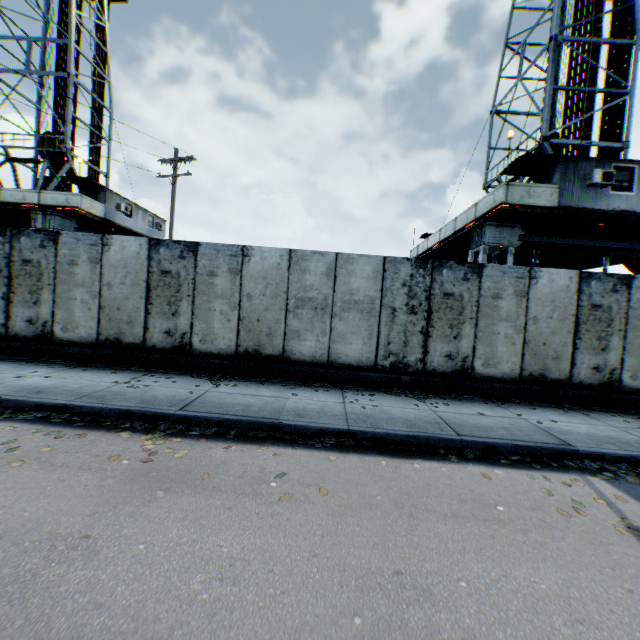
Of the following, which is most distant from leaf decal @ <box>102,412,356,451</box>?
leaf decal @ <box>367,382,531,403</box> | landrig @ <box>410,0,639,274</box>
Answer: landrig @ <box>410,0,639,274</box>

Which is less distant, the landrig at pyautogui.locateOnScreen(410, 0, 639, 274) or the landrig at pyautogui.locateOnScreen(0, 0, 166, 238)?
the landrig at pyautogui.locateOnScreen(410, 0, 639, 274)

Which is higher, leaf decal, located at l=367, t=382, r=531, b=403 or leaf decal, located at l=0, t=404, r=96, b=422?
leaf decal, located at l=367, t=382, r=531, b=403

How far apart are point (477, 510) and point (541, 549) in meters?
0.7 m

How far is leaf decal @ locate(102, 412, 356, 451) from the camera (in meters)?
4.99

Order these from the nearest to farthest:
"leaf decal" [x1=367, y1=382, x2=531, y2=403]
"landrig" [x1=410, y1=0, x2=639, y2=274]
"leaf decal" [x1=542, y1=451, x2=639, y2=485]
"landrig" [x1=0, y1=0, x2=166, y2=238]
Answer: "leaf decal" [x1=542, y1=451, x2=639, y2=485] < "leaf decal" [x1=367, y1=382, x2=531, y2=403] < "landrig" [x1=410, y1=0, x2=639, y2=274] < "landrig" [x1=0, y1=0, x2=166, y2=238]

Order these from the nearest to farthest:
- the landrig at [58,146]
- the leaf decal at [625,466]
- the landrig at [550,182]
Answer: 1. the leaf decal at [625,466]
2. the landrig at [550,182]
3. the landrig at [58,146]

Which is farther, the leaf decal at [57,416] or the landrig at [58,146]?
the landrig at [58,146]
